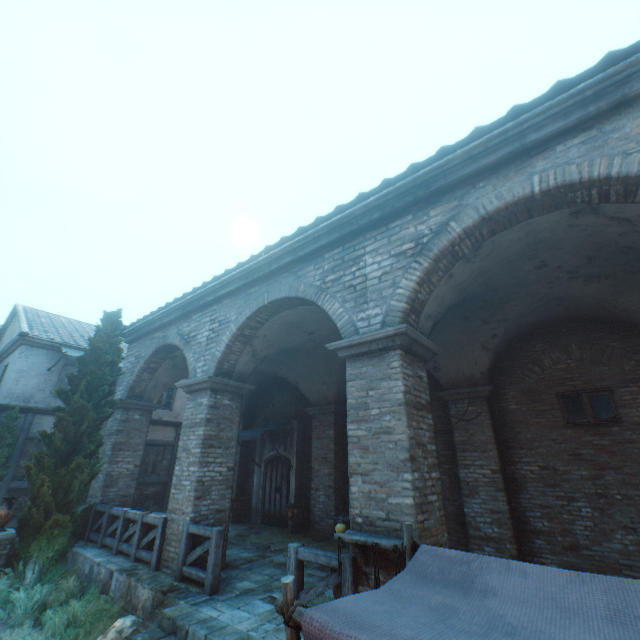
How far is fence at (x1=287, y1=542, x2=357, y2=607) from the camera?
4.17m

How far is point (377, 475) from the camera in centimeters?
446cm

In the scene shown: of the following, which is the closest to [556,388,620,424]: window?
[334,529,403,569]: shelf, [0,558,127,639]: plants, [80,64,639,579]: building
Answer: [334,529,403,569]: shelf

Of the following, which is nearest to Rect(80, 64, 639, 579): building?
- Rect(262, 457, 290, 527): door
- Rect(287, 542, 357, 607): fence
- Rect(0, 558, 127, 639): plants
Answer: Rect(0, 558, 127, 639): plants

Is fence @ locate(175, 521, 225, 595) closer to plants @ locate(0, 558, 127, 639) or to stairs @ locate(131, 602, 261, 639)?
stairs @ locate(131, 602, 261, 639)

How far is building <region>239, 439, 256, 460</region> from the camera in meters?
13.8 m

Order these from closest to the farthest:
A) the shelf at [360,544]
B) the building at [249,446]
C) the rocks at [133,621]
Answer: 1. the shelf at [360,544]
2. the rocks at [133,621]
3. the building at [249,446]

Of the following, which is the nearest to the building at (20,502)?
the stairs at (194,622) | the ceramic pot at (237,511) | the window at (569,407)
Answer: the ceramic pot at (237,511)
